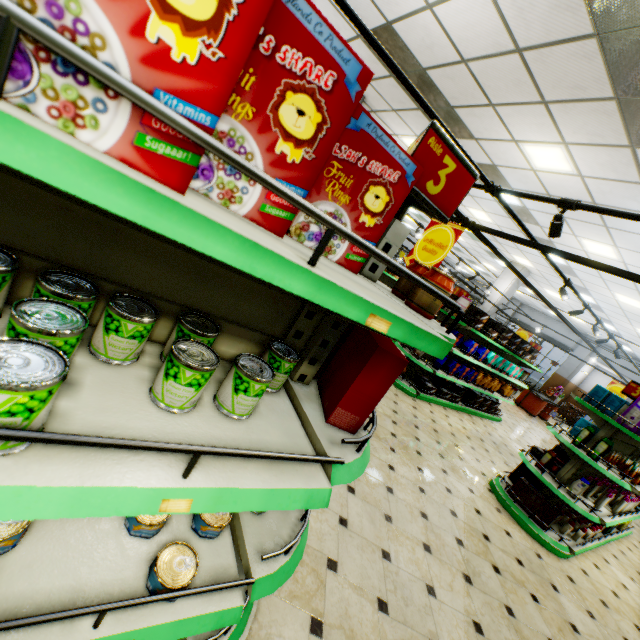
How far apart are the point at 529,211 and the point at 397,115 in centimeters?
398cm

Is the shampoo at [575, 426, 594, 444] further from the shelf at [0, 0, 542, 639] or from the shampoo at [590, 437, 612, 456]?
the shelf at [0, 0, 542, 639]

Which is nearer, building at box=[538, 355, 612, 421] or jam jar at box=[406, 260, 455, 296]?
jam jar at box=[406, 260, 455, 296]

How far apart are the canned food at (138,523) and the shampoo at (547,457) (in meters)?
5.38

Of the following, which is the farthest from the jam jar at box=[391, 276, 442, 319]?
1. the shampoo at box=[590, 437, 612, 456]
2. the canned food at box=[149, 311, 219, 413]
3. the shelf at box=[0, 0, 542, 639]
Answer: the shampoo at box=[590, 437, 612, 456]

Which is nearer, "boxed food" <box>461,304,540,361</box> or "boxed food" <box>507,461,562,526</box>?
"boxed food" <box>507,461,562,526</box>

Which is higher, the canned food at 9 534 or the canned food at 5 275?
the canned food at 5 275

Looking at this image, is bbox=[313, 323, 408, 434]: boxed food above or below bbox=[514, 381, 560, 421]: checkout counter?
above
